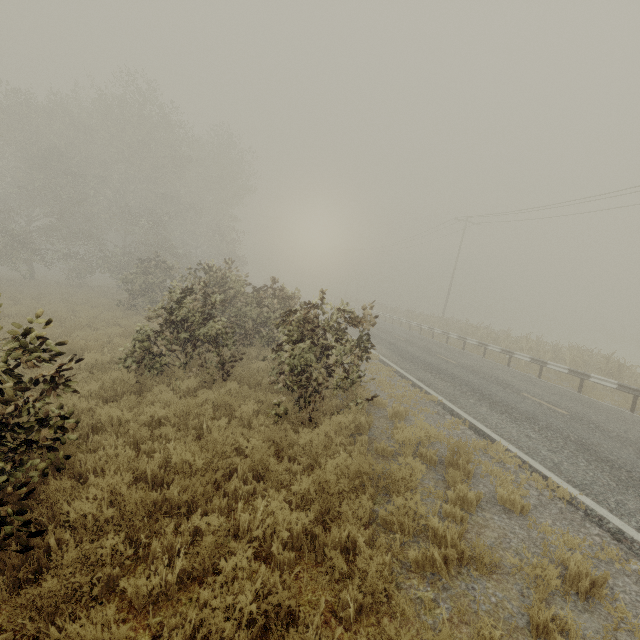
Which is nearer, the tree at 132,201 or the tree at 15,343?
the tree at 15,343

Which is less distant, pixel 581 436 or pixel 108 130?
pixel 581 436

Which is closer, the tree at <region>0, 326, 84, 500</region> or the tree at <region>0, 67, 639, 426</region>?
the tree at <region>0, 326, 84, 500</region>
